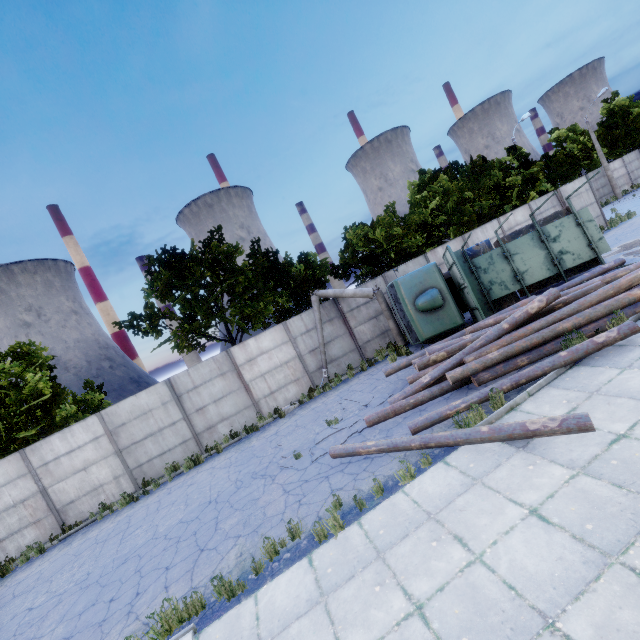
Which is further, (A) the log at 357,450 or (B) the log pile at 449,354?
(B) the log pile at 449,354

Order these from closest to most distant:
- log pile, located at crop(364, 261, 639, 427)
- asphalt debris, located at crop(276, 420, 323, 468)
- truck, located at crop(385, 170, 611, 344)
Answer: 1. log pile, located at crop(364, 261, 639, 427)
2. asphalt debris, located at crop(276, 420, 323, 468)
3. truck, located at crop(385, 170, 611, 344)

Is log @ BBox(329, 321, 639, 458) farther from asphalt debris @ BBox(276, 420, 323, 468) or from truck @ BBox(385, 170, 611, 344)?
truck @ BBox(385, 170, 611, 344)

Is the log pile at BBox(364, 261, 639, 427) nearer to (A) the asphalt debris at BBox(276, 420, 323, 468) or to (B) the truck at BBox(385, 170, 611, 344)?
(A) the asphalt debris at BBox(276, 420, 323, 468)

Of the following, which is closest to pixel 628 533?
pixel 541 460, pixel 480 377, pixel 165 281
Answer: pixel 541 460

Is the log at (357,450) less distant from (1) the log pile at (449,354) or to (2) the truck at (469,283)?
(1) the log pile at (449,354)

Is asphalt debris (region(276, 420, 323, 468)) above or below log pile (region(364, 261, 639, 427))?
below

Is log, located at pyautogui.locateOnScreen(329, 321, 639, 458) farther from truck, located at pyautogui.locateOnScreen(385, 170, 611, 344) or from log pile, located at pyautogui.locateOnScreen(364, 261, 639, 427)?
truck, located at pyautogui.locateOnScreen(385, 170, 611, 344)
